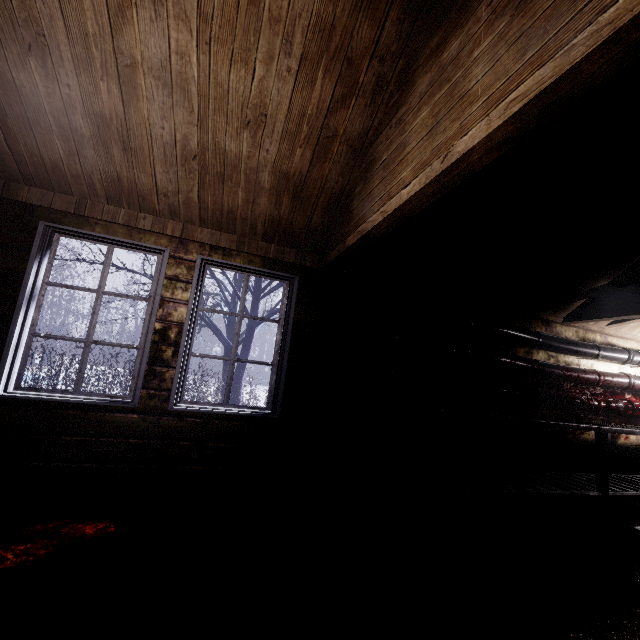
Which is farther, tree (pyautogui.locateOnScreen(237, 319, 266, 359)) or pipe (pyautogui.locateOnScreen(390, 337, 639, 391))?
tree (pyautogui.locateOnScreen(237, 319, 266, 359))

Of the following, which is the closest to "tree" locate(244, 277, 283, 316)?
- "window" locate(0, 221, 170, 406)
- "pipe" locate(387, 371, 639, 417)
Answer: "window" locate(0, 221, 170, 406)

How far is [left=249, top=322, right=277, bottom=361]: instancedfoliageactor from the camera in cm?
1892

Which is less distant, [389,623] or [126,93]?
[389,623]

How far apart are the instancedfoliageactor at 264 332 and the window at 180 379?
16.4m

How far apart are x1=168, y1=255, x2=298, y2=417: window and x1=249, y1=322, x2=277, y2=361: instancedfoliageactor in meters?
16.4

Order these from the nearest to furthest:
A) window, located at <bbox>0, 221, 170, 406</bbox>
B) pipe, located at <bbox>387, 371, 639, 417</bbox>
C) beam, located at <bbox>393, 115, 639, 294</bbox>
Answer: beam, located at <bbox>393, 115, 639, 294</bbox> < window, located at <bbox>0, 221, 170, 406</bbox> < pipe, located at <bbox>387, 371, 639, 417</bbox>

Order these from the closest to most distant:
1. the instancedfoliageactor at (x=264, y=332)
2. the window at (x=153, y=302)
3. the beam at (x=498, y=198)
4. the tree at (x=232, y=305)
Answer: the beam at (x=498, y=198), the window at (x=153, y=302), the tree at (x=232, y=305), the instancedfoliageactor at (x=264, y=332)
